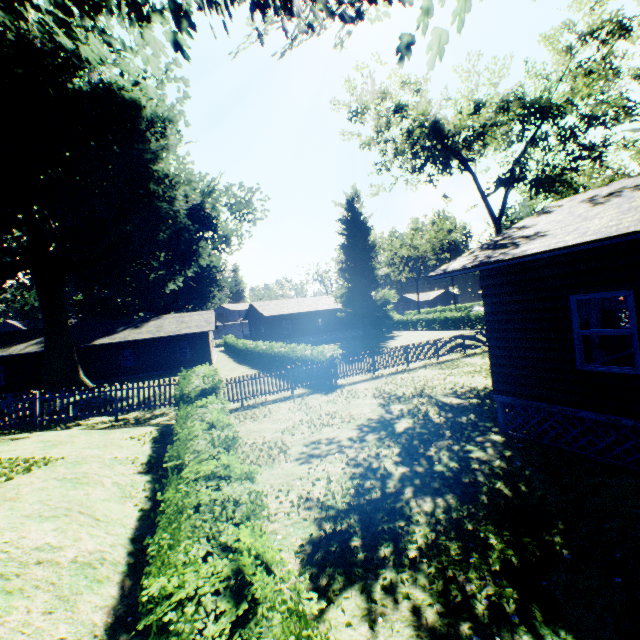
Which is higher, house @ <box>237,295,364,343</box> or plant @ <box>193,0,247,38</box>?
plant @ <box>193,0,247,38</box>

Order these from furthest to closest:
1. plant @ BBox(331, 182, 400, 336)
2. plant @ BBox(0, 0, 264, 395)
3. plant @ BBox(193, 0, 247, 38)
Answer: plant @ BBox(331, 182, 400, 336) < plant @ BBox(0, 0, 264, 395) < plant @ BBox(193, 0, 247, 38)

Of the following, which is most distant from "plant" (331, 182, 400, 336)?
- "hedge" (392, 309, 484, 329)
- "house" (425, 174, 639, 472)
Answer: "hedge" (392, 309, 484, 329)

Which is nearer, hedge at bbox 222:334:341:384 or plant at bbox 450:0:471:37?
plant at bbox 450:0:471:37

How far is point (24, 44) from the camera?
15.6 meters

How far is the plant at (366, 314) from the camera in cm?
4191

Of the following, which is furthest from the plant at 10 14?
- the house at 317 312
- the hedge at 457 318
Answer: the hedge at 457 318

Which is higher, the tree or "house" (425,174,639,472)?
the tree
